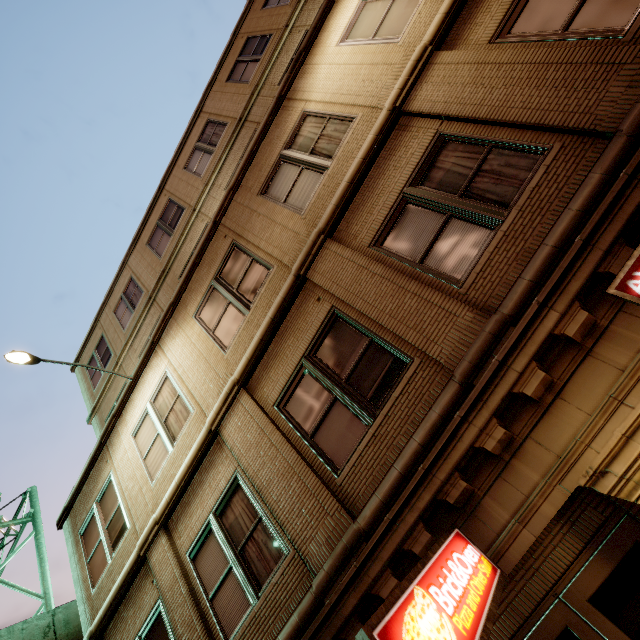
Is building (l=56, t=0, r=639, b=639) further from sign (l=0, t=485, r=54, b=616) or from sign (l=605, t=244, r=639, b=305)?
sign (l=0, t=485, r=54, b=616)

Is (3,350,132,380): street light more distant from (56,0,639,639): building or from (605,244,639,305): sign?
(605,244,639,305): sign

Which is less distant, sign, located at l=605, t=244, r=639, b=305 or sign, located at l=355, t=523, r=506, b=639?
sign, located at l=355, t=523, r=506, b=639

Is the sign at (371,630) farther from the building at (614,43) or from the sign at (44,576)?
the sign at (44,576)

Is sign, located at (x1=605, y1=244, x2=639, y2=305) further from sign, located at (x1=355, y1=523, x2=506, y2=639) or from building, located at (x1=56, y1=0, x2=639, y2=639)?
sign, located at (x1=355, y1=523, x2=506, y2=639)

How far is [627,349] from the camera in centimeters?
329cm

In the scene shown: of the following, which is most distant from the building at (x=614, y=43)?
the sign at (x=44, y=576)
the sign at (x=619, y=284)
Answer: the sign at (x=44, y=576)
